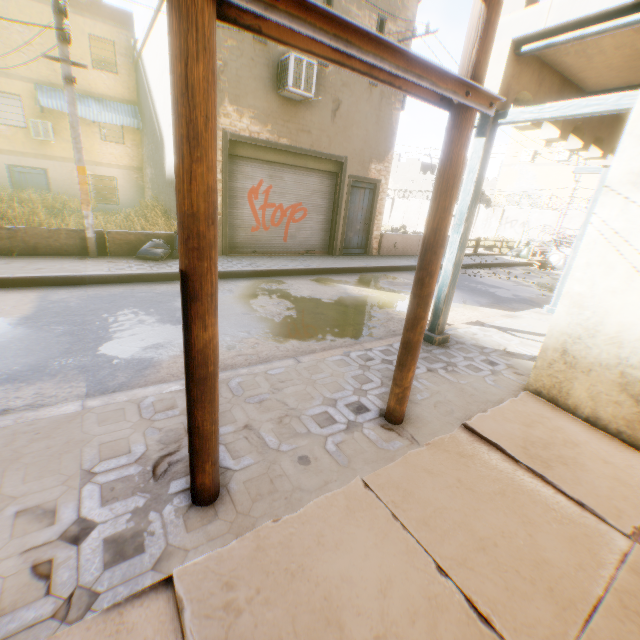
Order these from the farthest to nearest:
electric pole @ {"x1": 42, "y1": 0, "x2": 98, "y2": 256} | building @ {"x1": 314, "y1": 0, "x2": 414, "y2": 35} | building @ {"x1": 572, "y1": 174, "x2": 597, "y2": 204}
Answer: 1. building @ {"x1": 572, "y1": 174, "x2": 597, "y2": 204}
2. building @ {"x1": 314, "y1": 0, "x2": 414, "y2": 35}
3. electric pole @ {"x1": 42, "y1": 0, "x2": 98, "y2": 256}

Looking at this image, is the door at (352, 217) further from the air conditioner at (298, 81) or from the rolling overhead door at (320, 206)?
the air conditioner at (298, 81)

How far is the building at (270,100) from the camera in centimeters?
847cm

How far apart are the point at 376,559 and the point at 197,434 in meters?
1.3

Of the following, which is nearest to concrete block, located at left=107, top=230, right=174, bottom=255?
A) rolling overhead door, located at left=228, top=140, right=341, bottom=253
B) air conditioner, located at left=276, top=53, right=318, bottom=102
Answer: rolling overhead door, located at left=228, top=140, right=341, bottom=253

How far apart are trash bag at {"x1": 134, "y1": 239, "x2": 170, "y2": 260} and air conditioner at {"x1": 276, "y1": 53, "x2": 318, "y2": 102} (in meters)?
2.23

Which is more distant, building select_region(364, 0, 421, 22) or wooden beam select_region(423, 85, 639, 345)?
building select_region(364, 0, 421, 22)

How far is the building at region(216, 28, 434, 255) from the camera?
8.5 meters
